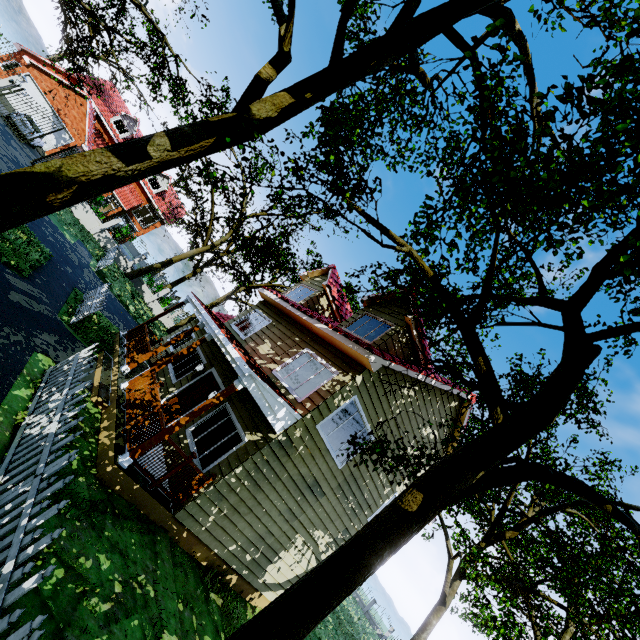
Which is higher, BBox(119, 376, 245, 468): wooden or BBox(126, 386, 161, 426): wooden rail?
BBox(126, 386, 161, 426): wooden rail

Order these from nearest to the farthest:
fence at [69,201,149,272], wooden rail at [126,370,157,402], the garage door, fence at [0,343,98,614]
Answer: fence at [0,343,98,614]
wooden rail at [126,370,157,402]
fence at [69,201,149,272]
the garage door

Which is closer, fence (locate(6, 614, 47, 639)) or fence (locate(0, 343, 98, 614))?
fence (locate(6, 614, 47, 639))

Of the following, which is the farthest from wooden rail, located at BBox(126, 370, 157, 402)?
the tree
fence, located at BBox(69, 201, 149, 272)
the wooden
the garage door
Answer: the garage door

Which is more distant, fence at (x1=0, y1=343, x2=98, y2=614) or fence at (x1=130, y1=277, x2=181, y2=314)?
fence at (x1=130, y1=277, x2=181, y2=314)

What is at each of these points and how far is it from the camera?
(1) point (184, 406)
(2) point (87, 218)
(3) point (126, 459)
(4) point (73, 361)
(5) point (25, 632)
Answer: (1) door, 10.5 meters
(2) fence, 24.3 meters
(3) wooden, 6.3 meters
(4) fence, 6.7 meters
(5) fence, 2.3 meters

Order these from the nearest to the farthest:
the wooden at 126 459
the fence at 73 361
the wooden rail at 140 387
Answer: the fence at 73 361 → the wooden at 126 459 → the wooden rail at 140 387

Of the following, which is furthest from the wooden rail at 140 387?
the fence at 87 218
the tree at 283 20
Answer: the fence at 87 218
